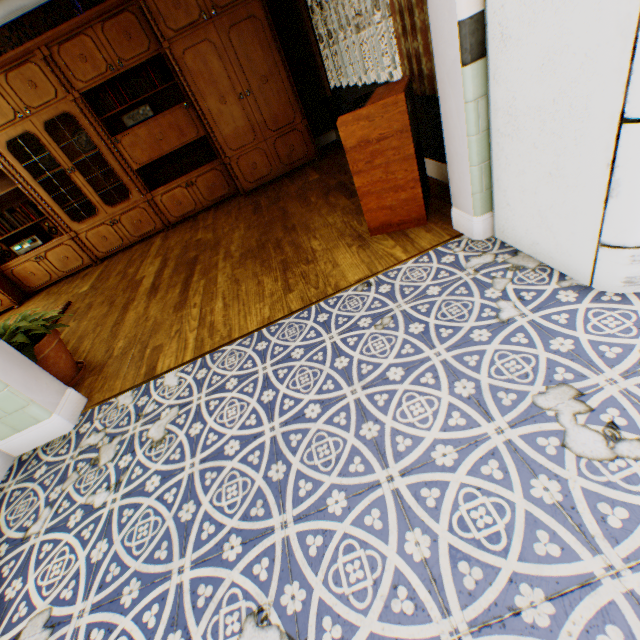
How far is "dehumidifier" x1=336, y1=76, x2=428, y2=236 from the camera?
2.1m

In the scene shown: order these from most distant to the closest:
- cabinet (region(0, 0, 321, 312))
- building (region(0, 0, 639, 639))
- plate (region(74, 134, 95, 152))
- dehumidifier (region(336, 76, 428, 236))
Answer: plate (region(74, 134, 95, 152))
cabinet (region(0, 0, 321, 312))
dehumidifier (region(336, 76, 428, 236))
building (region(0, 0, 639, 639))

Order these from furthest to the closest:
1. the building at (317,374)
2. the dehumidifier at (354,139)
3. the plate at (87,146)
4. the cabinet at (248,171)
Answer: the plate at (87,146)
the cabinet at (248,171)
the dehumidifier at (354,139)
the building at (317,374)

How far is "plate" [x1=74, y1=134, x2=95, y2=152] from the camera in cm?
477

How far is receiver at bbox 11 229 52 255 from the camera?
5.07m

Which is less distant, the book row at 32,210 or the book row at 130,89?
the book row at 130,89

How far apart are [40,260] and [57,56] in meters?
2.9 m

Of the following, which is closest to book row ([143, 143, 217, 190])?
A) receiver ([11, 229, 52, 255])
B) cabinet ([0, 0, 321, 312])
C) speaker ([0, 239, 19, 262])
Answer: cabinet ([0, 0, 321, 312])
